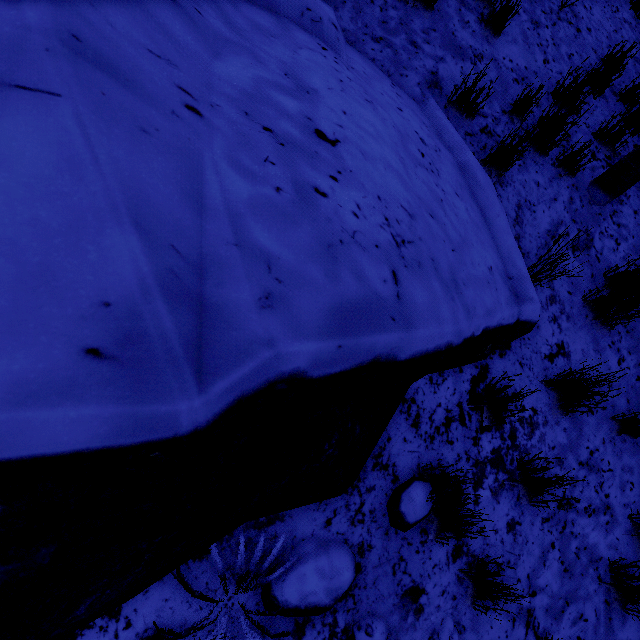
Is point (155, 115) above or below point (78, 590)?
above

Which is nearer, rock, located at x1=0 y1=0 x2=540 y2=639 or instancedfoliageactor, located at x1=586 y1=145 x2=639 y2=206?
rock, located at x1=0 y1=0 x2=540 y2=639

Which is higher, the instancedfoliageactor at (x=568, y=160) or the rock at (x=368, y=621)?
the instancedfoliageactor at (x=568, y=160)

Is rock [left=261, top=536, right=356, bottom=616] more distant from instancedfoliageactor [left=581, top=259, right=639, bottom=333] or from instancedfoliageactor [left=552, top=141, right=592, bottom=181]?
instancedfoliageactor [left=552, top=141, right=592, bottom=181]

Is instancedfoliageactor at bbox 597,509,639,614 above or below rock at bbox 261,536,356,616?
above

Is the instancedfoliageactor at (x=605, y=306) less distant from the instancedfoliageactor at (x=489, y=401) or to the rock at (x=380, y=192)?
the rock at (x=380, y=192)

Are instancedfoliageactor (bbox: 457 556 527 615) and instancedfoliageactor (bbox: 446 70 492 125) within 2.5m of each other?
no

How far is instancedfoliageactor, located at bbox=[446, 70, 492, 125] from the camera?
2.6 meters
